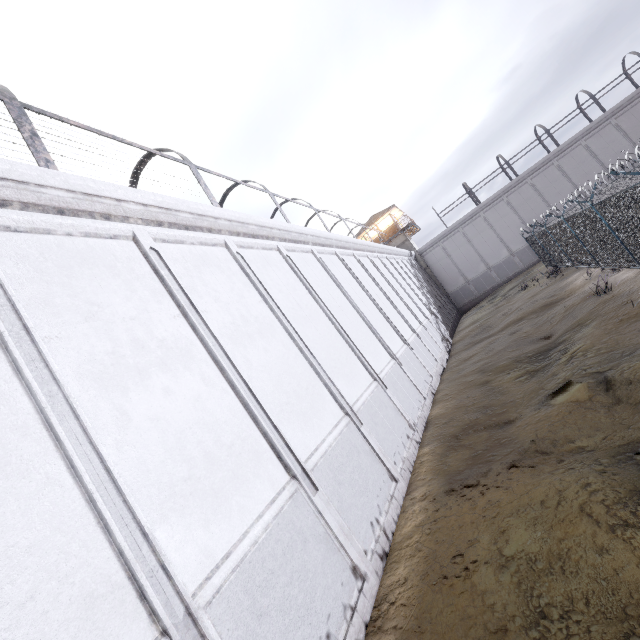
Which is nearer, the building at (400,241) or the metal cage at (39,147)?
the metal cage at (39,147)

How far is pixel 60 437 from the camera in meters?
3.3 m

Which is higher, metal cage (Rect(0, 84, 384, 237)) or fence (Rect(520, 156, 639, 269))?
metal cage (Rect(0, 84, 384, 237))

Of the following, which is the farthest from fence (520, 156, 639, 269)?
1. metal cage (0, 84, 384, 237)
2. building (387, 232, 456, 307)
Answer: building (387, 232, 456, 307)

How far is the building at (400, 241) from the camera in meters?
36.7 m

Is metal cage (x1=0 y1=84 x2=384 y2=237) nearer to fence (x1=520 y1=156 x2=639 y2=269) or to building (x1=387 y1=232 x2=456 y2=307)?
building (x1=387 y1=232 x2=456 y2=307)

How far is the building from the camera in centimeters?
3666cm
